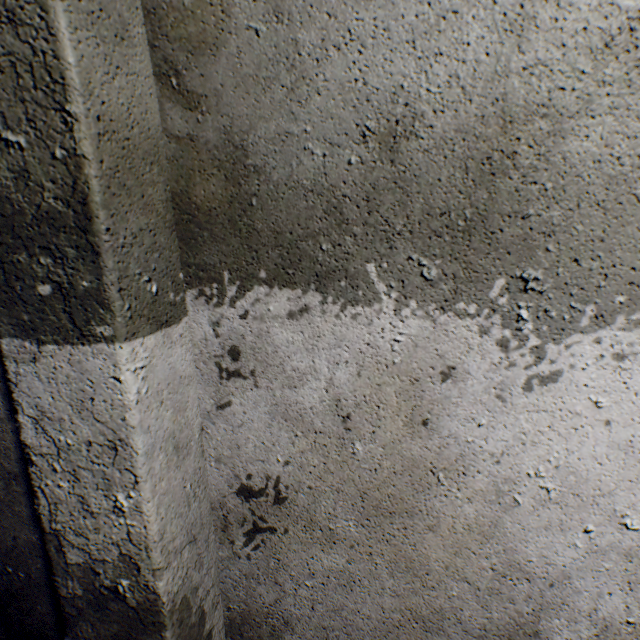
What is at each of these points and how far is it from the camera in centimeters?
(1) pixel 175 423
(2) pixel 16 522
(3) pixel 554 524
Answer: (1) wall archway, 72cm
(2) building tunnel, 99cm
(3) building tunnel, 75cm
